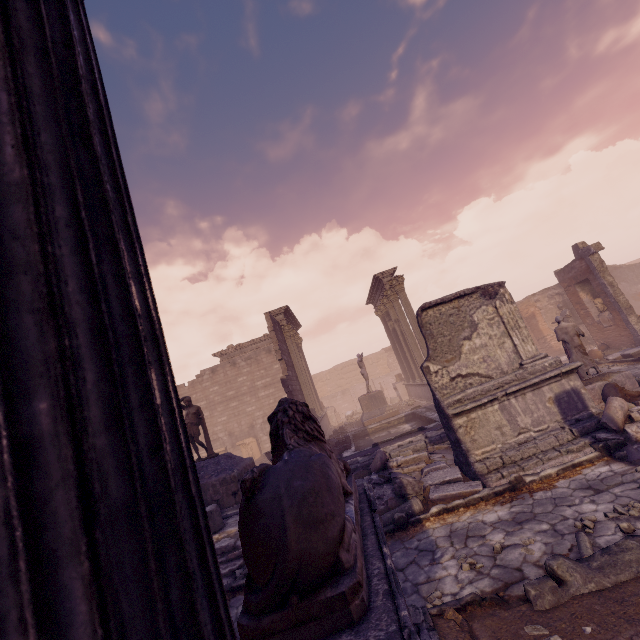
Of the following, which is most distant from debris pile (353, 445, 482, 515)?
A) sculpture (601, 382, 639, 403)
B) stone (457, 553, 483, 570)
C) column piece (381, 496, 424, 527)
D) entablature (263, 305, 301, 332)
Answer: entablature (263, 305, 301, 332)

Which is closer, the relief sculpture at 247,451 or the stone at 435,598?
the stone at 435,598

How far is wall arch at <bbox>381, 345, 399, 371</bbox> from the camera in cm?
3596

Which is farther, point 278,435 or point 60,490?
point 278,435

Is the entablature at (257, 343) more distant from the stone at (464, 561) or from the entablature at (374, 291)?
the stone at (464, 561)

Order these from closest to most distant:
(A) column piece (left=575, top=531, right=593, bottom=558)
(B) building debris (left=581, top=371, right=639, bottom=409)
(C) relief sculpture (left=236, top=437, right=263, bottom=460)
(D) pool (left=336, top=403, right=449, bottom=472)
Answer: (A) column piece (left=575, top=531, right=593, bottom=558) < (B) building debris (left=581, top=371, right=639, bottom=409) < (D) pool (left=336, top=403, right=449, bottom=472) < (C) relief sculpture (left=236, top=437, right=263, bottom=460)

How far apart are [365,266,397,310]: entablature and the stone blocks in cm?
859

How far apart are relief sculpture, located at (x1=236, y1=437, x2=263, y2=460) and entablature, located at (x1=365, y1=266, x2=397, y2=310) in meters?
12.2
